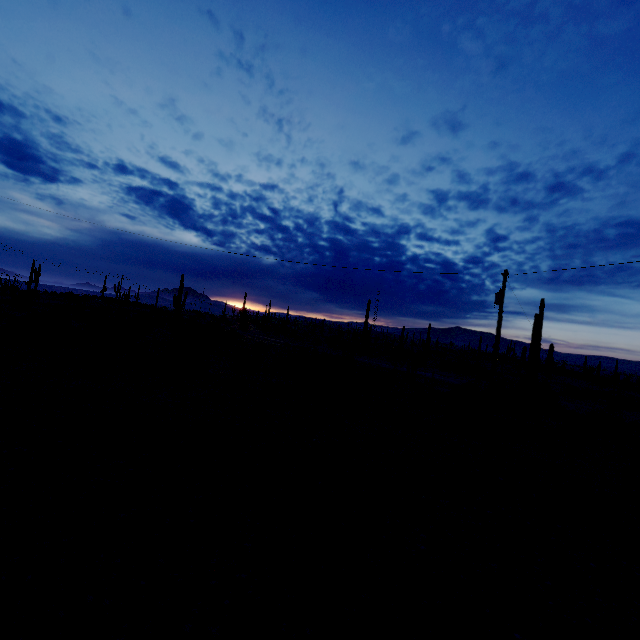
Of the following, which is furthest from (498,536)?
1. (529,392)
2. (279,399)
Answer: (529,392)
